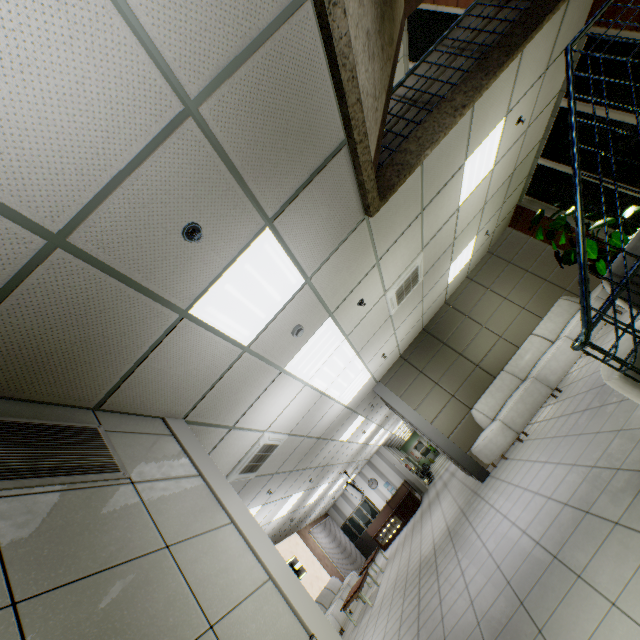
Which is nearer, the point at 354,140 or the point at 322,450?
the point at 354,140

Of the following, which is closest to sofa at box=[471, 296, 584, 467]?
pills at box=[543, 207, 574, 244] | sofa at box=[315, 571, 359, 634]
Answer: pills at box=[543, 207, 574, 244]

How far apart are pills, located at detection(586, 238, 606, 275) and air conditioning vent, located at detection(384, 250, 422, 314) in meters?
3.8

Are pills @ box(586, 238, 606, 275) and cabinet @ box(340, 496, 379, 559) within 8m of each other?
no

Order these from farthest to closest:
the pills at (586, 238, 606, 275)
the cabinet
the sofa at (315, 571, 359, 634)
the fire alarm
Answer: the cabinet → the sofa at (315, 571, 359, 634) → the pills at (586, 238, 606, 275) → the fire alarm

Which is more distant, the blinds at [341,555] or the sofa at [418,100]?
the blinds at [341,555]

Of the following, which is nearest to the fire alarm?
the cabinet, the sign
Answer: the sign

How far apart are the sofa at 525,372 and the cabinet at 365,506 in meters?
12.5
